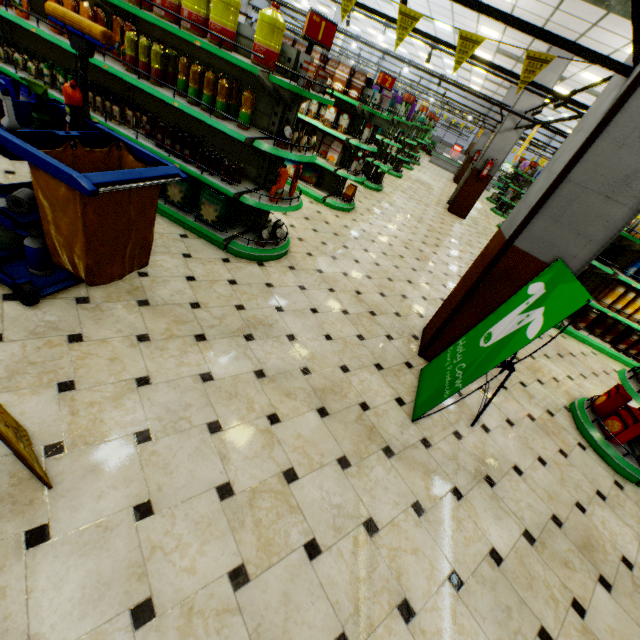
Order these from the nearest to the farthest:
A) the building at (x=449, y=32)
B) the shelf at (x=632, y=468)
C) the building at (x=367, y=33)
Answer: the shelf at (x=632, y=468) < the building at (x=449, y=32) < the building at (x=367, y=33)

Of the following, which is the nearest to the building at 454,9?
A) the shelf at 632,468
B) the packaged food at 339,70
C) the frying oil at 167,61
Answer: the shelf at 632,468

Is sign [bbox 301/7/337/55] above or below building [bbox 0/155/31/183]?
above

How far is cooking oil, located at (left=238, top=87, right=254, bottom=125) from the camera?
3.3 meters

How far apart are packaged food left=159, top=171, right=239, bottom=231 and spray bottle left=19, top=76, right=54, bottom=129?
1.8m

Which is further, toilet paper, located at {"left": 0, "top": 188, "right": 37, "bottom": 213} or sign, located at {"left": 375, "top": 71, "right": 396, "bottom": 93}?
sign, located at {"left": 375, "top": 71, "right": 396, "bottom": 93}

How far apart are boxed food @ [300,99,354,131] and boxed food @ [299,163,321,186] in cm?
91

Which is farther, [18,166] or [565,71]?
[565,71]
